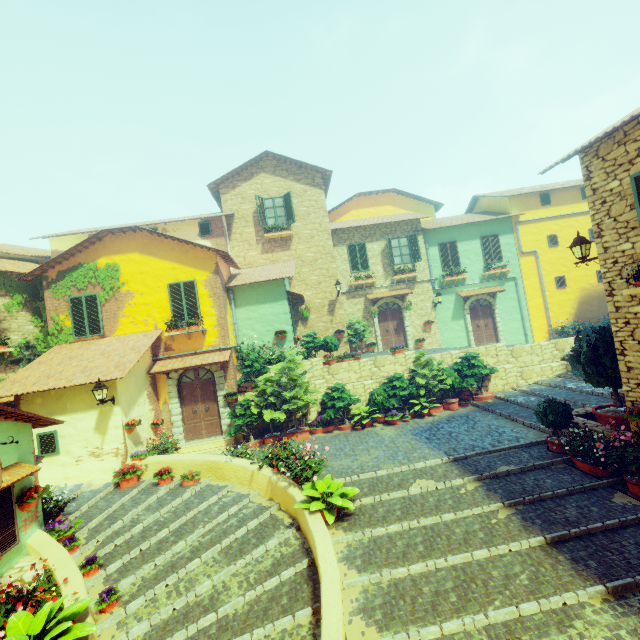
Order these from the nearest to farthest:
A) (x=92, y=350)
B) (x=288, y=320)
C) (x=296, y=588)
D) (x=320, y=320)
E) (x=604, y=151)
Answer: (x=296, y=588) → (x=604, y=151) → (x=92, y=350) → (x=288, y=320) → (x=320, y=320)

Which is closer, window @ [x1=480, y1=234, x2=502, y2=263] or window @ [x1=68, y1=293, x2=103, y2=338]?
window @ [x1=68, y1=293, x2=103, y2=338]

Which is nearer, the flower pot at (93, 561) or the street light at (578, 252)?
the flower pot at (93, 561)

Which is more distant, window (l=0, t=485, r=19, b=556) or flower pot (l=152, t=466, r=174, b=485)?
flower pot (l=152, t=466, r=174, b=485)

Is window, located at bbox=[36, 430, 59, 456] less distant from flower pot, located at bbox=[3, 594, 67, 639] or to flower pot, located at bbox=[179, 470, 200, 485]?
flower pot, located at bbox=[179, 470, 200, 485]

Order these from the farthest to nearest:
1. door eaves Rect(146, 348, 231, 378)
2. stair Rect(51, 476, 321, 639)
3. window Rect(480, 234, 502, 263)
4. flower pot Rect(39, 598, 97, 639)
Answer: window Rect(480, 234, 502, 263), door eaves Rect(146, 348, 231, 378), stair Rect(51, 476, 321, 639), flower pot Rect(39, 598, 97, 639)

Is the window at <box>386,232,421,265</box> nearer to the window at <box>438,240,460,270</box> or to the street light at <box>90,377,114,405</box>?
the window at <box>438,240,460,270</box>

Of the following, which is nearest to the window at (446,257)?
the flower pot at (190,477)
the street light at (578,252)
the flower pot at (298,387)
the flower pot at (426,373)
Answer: the flower pot at (426,373)
